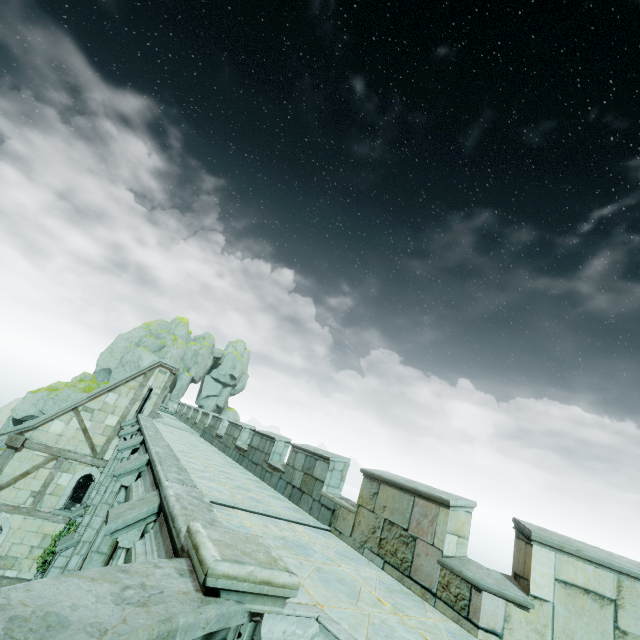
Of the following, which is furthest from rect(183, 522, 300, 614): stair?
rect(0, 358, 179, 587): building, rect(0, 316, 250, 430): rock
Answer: rect(0, 316, 250, 430): rock

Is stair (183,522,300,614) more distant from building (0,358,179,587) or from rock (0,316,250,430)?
rock (0,316,250,430)

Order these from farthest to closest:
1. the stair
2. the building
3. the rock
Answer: the rock → the building → the stair

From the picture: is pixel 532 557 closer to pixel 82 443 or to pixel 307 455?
pixel 307 455

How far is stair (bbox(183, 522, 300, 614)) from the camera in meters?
2.7

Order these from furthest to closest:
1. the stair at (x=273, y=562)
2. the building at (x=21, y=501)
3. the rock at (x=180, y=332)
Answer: the rock at (x=180, y=332) < the building at (x=21, y=501) < the stair at (x=273, y=562)

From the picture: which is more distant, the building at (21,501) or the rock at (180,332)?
the rock at (180,332)
